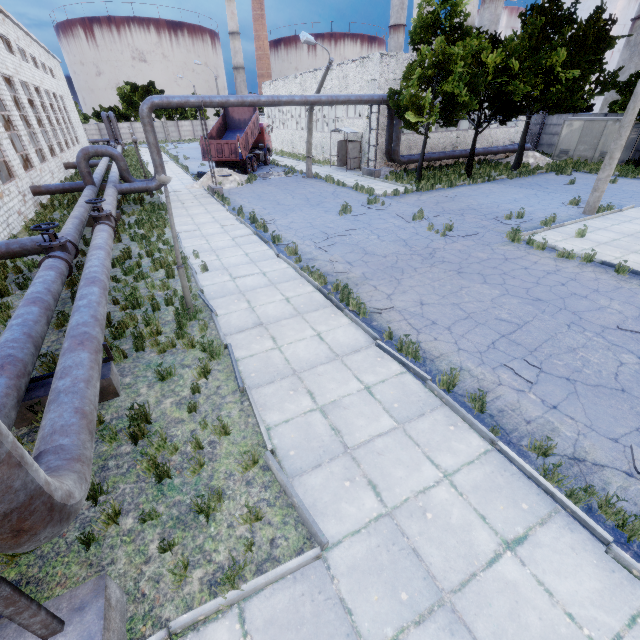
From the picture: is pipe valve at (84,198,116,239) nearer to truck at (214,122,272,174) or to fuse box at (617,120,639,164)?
truck at (214,122,272,174)

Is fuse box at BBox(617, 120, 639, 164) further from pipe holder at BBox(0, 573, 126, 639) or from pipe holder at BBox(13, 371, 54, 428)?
pipe holder at BBox(0, 573, 126, 639)

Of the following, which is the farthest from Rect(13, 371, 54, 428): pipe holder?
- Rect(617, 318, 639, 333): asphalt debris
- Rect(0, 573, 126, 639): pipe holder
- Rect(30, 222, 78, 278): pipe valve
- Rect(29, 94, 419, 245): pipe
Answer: Rect(617, 318, 639, 333): asphalt debris

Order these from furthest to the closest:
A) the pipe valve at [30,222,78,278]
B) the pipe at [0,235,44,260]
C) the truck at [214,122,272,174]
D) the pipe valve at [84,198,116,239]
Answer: the truck at [214,122,272,174] < the pipe valve at [84,198,116,239] < the pipe at [0,235,44,260] < the pipe valve at [30,222,78,278]

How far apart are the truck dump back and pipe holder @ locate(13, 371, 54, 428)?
22.8 meters

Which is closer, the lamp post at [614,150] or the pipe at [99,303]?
the pipe at [99,303]

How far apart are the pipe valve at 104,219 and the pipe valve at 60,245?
1.15m

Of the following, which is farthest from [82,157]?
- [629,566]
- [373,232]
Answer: [629,566]
